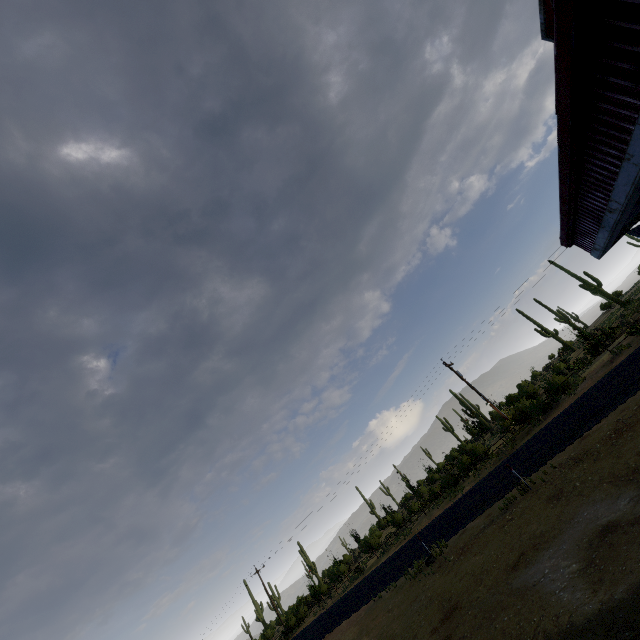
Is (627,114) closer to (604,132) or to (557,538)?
(604,132)

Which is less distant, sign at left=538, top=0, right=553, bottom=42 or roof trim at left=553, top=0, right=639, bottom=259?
roof trim at left=553, top=0, right=639, bottom=259

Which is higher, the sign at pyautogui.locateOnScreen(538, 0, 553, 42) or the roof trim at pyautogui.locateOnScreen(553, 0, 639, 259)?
the sign at pyautogui.locateOnScreen(538, 0, 553, 42)

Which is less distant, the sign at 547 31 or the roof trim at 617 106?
the roof trim at 617 106

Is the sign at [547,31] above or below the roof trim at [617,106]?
above
